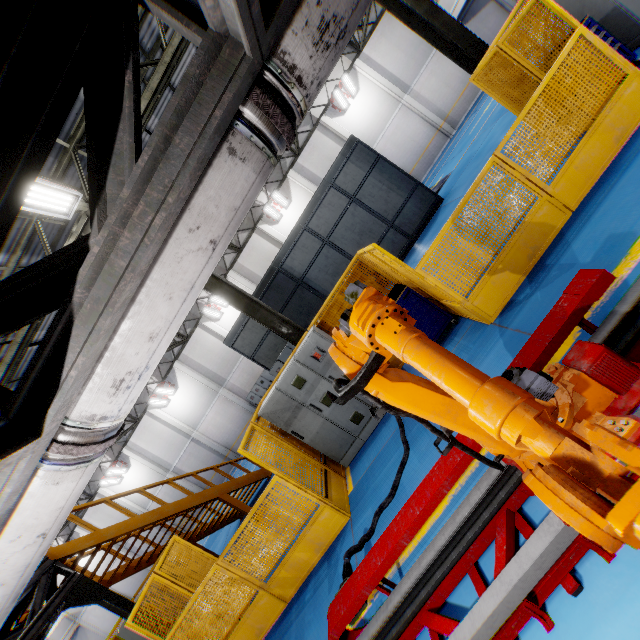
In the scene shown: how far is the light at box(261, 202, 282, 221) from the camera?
21.1m

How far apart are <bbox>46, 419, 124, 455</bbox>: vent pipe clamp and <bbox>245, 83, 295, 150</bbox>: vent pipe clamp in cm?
194

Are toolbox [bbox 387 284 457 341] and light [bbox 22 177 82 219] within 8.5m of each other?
yes

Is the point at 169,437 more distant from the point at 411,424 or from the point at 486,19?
the point at 486,19

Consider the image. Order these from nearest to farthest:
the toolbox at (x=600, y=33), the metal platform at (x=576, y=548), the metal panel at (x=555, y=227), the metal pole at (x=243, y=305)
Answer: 1. the metal platform at (x=576, y=548)
2. the metal panel at (x=555, y=227)
3. the toolbox at (x=600, y=33)
4. the metal pole at (x=243, y=305)

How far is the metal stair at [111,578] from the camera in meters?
7.2 m

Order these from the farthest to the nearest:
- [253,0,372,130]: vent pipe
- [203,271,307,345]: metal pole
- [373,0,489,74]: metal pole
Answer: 1. [203,271,307,345]: metal pole
2. [373,0,489,74]: metal pole
3. [253,0,372,130]: vent pipe

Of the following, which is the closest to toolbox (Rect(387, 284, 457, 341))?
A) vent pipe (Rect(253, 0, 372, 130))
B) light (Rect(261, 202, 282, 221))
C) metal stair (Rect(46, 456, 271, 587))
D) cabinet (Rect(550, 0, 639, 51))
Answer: vent pipe (Rect(253, 0, 372, 130))
